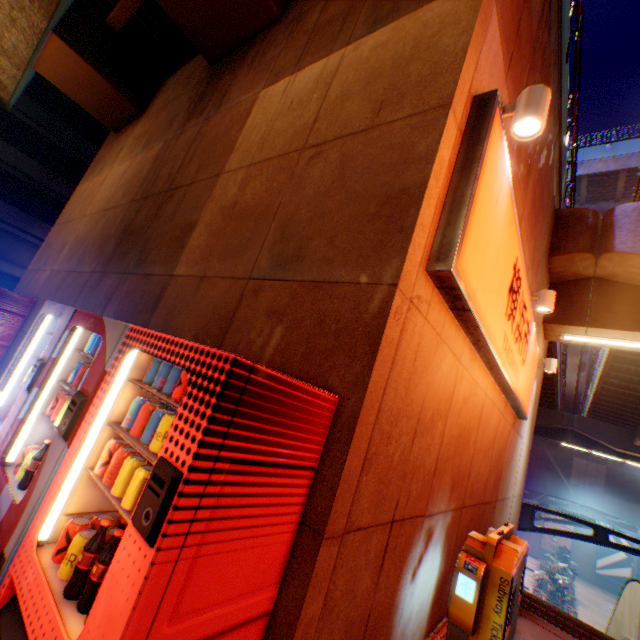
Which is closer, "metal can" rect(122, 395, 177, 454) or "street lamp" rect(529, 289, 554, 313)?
"metal can" rect(122, 395, 177, 454)

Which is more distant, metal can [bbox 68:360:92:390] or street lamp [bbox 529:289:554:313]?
street lamp [bbox 529:289:554:313]

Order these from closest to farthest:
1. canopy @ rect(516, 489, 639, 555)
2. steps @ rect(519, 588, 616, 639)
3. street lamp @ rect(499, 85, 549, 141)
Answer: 1. street lamp @ rect(499, 85, 549, 141)
2. steps @ rect(519, 588, 616, 639)
3. canopy @ rect(516, 489, 639, 555)

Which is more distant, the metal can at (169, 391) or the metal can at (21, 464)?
the metal can at (21, 464)

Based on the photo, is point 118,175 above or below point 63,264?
above

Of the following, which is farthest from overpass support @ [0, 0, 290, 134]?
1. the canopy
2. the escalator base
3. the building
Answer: the canopy

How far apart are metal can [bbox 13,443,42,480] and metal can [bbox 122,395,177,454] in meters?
1.0 m

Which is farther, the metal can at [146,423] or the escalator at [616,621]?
the escalator at [616,621]
